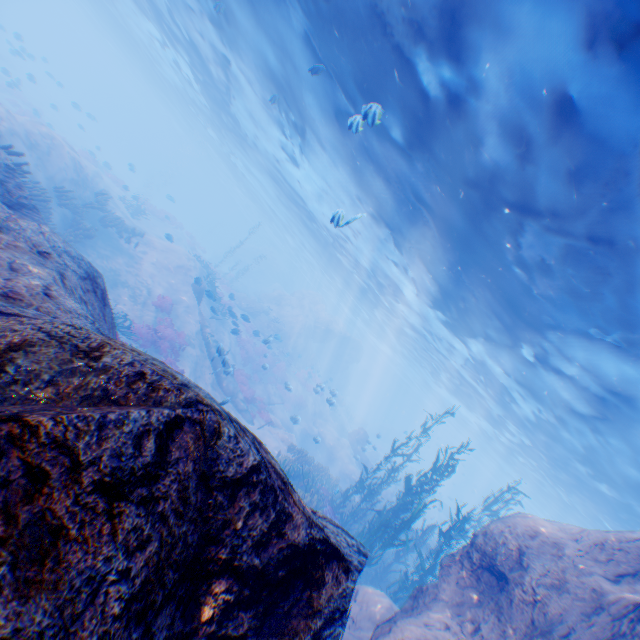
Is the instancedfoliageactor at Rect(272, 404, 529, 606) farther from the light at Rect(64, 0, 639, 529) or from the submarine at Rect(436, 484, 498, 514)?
the light at Rect(64, 0, 639, 529)

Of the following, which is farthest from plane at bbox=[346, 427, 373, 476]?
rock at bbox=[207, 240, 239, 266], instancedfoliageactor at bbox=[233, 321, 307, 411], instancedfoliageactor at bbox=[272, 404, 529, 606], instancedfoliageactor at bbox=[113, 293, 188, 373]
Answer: rock at bbox=[207, 240, 239, 266]

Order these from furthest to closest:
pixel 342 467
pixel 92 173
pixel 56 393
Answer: pixel 342 467, pixel 92 173, pixel 56 393

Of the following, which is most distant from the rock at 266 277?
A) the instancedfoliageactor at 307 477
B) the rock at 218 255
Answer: the rock at 218 255

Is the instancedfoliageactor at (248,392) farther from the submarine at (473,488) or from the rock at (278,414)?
the submarine at (473,488)

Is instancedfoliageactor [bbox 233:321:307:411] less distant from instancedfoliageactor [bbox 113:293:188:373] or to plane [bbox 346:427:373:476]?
plane [bbox 346:427:373:476]

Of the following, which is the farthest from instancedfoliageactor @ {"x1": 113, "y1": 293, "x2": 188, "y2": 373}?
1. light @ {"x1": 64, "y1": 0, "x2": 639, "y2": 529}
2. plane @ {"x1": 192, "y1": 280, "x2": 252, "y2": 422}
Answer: light @ {"x1": 64, "y1": 0, "x2": 639, "y2": 529}

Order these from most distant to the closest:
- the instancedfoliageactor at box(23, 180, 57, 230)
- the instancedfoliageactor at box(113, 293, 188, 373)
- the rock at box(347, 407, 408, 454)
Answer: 1. the rock at box(347, 407, 408, 454)
2. the instancedfoliageactor at box(113, 293, 188, 373)
3. the instancedfoliageactor at box(23, 180, 57, 230)
